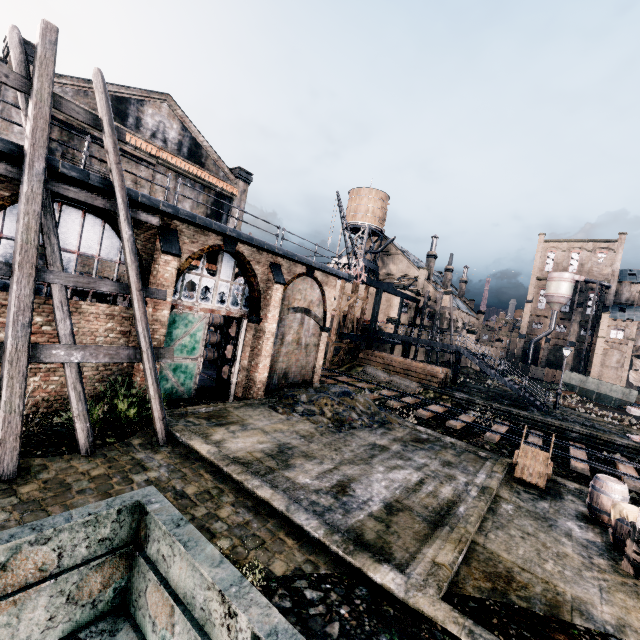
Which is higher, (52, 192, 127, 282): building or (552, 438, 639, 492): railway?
(52, 192, 127, 282): building

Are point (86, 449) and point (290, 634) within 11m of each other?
yes

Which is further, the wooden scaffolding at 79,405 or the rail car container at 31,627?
the wooden scaffolding at 79,405

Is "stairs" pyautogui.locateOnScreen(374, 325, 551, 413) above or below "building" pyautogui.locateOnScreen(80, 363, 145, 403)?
above

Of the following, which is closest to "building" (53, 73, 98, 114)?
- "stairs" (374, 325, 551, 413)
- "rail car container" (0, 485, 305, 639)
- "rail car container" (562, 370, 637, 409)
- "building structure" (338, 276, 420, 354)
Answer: "building structure" (338, 276, 420, 354)

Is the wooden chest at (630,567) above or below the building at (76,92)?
below

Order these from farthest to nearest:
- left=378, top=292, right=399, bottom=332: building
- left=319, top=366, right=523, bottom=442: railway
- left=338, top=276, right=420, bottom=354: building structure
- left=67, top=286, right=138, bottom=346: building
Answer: left=378, top=292, right=399, bottom=332: building < left=338, top=276, right=420, bottom=354: building structure < left=319, top=366, right=523, bottom=442: railway < left=67, top=286, right=138, bottom=346: building

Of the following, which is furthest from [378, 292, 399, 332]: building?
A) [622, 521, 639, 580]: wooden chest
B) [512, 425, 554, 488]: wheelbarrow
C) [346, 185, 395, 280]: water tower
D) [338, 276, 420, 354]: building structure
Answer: [622, 521, 639, 580]: wooden chest
